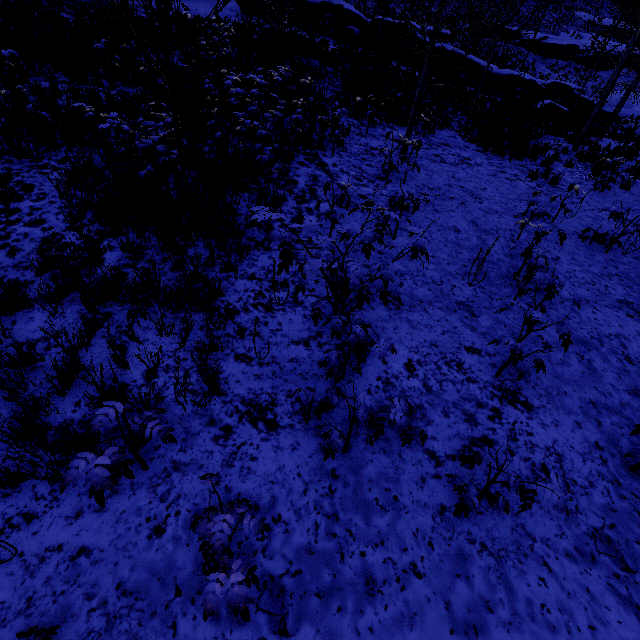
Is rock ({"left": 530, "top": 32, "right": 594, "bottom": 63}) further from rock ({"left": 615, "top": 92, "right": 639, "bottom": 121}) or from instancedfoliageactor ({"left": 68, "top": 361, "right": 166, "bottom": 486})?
instancedfoliageactor ({"left": 68, "top": 361, "right": 166, "bottom": 486})

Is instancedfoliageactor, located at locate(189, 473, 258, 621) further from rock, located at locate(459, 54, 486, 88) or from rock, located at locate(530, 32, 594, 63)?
rock, located at locate(530, 32, 594, 63)

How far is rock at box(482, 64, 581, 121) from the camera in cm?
1705

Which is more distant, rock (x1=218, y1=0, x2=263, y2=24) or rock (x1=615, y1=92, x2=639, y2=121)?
rock (x1=615, y1=92, x2=639, y2=121)

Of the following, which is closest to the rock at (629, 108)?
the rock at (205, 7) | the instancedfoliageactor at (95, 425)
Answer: the rock at (205, 7)

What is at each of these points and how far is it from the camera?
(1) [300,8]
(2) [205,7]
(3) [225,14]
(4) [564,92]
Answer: (1) rock, 21.97m
(2) rock, 18.58m
(3) rock, 19.03m
(4) rock, 27.88m

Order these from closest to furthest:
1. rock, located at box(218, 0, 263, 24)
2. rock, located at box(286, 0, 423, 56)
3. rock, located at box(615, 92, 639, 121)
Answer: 1. rock, located at box(218, 0, 263, 24)
2. rock, located at box(286, 0, 423, 56)
3. rock, located at box(615, 92, 639, 121)

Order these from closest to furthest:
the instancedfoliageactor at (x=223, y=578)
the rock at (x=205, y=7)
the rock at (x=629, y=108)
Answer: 1. the instancedfoliageactor at (x=223, y=578)
2. the rock at (x=205, y=7)
3. the rock at (x=629, y=108)
